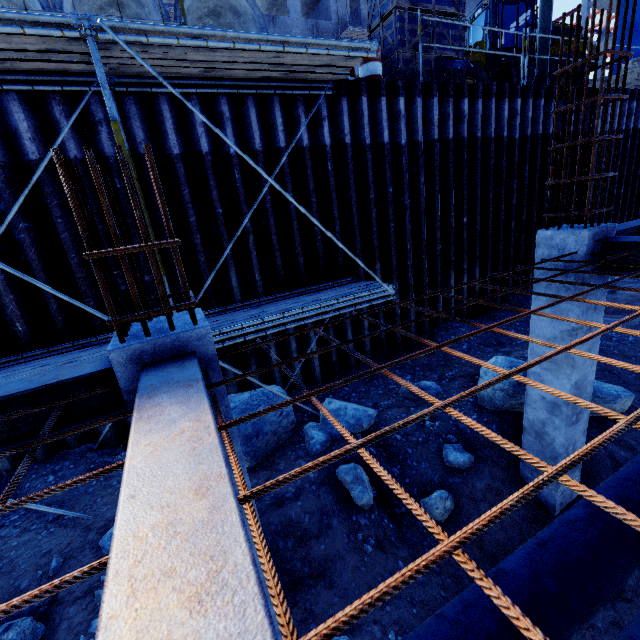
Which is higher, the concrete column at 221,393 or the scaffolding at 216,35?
the concrete column at 221,393

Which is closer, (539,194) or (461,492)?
(461,492)

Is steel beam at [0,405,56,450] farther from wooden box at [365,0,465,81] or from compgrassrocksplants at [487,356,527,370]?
wooden box at [365,0,465,81]

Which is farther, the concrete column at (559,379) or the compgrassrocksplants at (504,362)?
the compgrassrocksplants at (504,362)

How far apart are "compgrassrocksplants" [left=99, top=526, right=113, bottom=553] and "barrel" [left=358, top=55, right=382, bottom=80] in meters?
9.7 m

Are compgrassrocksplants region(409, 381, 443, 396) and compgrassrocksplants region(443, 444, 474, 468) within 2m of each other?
yes

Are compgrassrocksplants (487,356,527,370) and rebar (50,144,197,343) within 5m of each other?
no

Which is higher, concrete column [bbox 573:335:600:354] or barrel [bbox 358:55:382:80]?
barrel [bbox 358:55:382:80]
